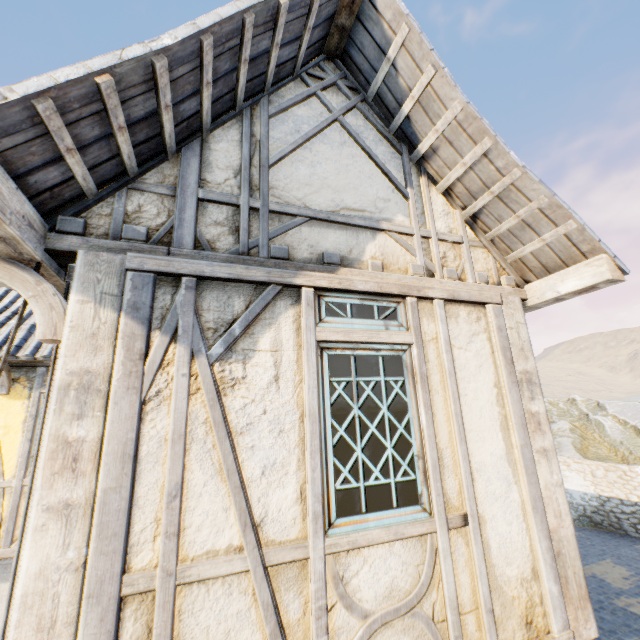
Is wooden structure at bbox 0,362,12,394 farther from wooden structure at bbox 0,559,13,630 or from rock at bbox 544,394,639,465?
rock at bbox 544,394,639,465

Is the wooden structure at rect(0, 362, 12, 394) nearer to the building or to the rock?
the building

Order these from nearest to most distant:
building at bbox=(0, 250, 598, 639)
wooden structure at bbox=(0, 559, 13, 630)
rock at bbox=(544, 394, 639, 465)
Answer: building at bbox=(0, 250, 598, 639), wooden structure at bbox=(0, 559, 13, 630), rock at bbox=(544, 394, 639, 465)

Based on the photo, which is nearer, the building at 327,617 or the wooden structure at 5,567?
the building at 327,617

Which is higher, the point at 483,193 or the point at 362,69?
the point at 362,69

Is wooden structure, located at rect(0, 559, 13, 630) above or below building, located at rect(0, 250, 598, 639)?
below

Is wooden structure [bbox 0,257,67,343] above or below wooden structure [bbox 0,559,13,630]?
above

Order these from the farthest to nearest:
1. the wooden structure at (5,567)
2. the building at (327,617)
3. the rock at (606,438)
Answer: the rock at (606,438), the wooden structure at (5,567), the building at (327,617)
